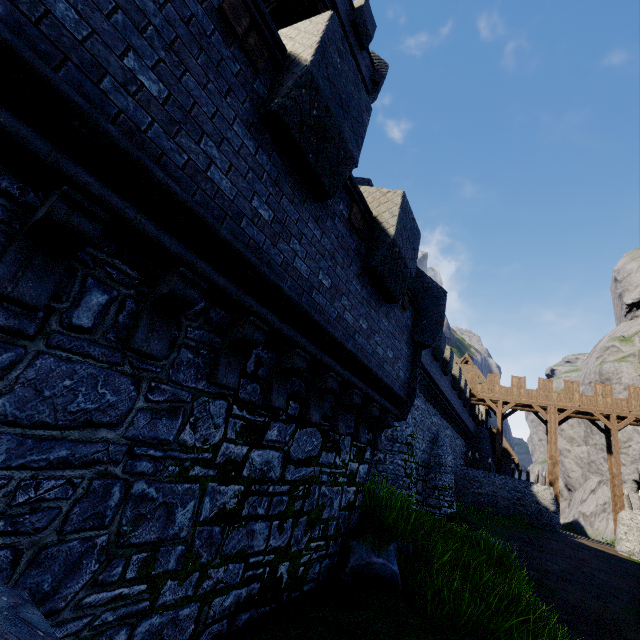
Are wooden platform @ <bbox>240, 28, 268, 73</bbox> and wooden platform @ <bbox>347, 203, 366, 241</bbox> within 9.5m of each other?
yes

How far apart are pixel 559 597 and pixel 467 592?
10.88m

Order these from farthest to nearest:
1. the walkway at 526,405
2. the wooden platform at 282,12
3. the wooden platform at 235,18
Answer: the walkway at 526,405
the wooden platform at 282,12
the wooden platform at 235,18

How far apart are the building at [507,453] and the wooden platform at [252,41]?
42.9 meters

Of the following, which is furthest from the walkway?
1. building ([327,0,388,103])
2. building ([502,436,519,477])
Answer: building ([327,0,388,103])

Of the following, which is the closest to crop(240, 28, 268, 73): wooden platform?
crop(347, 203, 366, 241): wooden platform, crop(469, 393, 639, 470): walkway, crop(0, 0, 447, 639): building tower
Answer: crop(0, 0, 447, 639): building tower

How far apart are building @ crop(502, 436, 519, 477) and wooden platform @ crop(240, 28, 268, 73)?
42.93m

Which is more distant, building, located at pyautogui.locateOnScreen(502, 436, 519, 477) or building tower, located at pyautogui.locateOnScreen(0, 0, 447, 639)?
building, located at pyautogui.locateOnScreen(502, 436, 519, 477)
